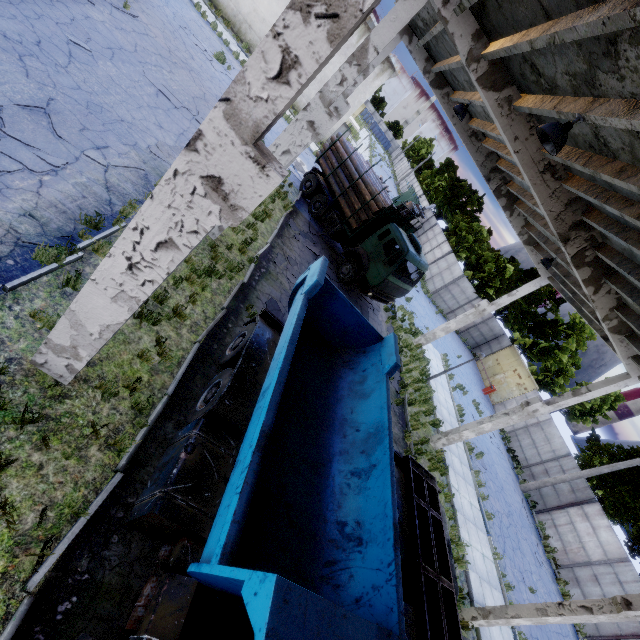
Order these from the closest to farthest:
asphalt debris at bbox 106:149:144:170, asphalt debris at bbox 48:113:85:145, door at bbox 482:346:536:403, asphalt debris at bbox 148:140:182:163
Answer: asphalt debris at bbox 48:113:85:145 < asphalt debris at bbox 106:149:144:170 < asphalt debris at bbox 148:140:182:163 < door at bbox 482:346:536:403

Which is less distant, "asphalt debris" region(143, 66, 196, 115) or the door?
"asphalt debris" region(143, 66, 196, 115)

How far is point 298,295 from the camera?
6.9 meters

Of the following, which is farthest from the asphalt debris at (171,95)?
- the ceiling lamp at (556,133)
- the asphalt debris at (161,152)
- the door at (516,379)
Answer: the door at (516,379)

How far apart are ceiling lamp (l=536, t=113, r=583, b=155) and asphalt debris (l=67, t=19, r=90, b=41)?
13.06m

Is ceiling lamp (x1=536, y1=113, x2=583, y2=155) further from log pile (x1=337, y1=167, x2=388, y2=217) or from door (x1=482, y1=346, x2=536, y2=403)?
door (x1=482, y1=346, x2=536, y2=403)

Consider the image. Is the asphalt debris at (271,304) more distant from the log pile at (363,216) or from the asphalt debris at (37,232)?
the log pile at (363,216)

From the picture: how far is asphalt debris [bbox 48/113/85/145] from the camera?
7.39m
